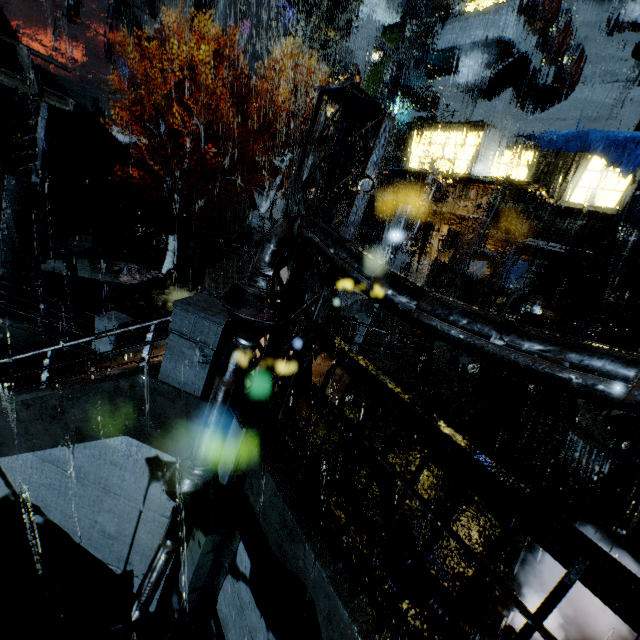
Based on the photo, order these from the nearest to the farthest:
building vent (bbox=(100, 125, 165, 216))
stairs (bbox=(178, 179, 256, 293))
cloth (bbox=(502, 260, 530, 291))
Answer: cloth (bbox=(502, 260, 530, 291)) → stairs (bbox=(178, 179, 256, 293)) → building vent (bbox=(100, 125, 165, 216))

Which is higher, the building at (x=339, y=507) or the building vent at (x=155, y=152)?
the building vent at (x=155, y=152)

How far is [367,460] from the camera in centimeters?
555cm

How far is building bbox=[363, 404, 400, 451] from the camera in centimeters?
662cm

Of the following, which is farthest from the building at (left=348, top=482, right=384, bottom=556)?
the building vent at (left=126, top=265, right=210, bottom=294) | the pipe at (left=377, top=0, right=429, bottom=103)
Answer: the building vent at (left=126, top=265, right=210, bottom=294)

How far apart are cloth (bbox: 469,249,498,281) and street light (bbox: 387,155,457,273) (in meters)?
8.91

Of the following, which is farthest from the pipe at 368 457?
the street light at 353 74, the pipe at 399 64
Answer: the pipe at 399 64

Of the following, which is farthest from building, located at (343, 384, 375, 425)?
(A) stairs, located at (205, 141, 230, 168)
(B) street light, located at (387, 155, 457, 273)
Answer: (B) street light, located at (387, 155, 457, 273)
